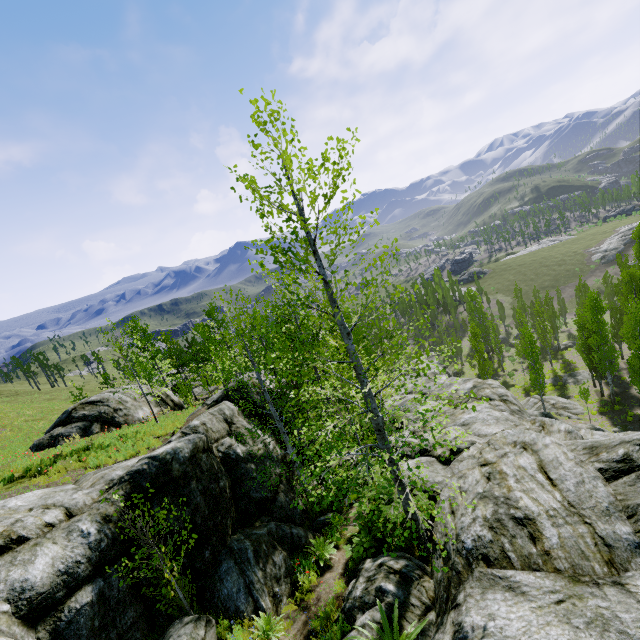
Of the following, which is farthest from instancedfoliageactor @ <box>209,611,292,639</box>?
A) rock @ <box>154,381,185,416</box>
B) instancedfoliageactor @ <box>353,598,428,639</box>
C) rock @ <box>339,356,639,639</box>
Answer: rock @ <box>154,381,185,416</box>

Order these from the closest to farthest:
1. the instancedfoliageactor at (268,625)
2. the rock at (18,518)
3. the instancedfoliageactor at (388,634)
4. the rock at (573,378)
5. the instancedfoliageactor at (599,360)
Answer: the instancedfoliageactor at (388,634) → the rock at (18,518) → the instancedfoliageactor at (268,625) → the instancedfoliageactor at (599,360) → the rock at (573,378)

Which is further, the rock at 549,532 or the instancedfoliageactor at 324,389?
the instancedfoliageactor at 324,389

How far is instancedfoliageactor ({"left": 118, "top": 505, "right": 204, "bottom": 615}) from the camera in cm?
708

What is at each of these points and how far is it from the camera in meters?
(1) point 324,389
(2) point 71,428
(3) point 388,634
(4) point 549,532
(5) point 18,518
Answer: (1) instancedfoliageactor, 14.2
(2) rock, 20.7
(3) instancedfoliageactor, 6.4
(4) rock, 6.7
(5) rock, 8.2

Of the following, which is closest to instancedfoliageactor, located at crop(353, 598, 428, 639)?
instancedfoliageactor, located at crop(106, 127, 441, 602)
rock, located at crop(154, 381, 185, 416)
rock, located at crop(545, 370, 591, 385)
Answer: instancedfoliageactor, located at crop(106, 127, 441, 602)

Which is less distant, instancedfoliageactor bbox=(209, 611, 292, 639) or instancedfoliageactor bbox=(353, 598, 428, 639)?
instancedfoliageactor bbox=(353, 598, 428, 639)

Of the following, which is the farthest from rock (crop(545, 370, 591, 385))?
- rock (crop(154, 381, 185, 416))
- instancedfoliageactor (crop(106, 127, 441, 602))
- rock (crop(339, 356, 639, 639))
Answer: rock (crop(154, 381, 185, 416))
